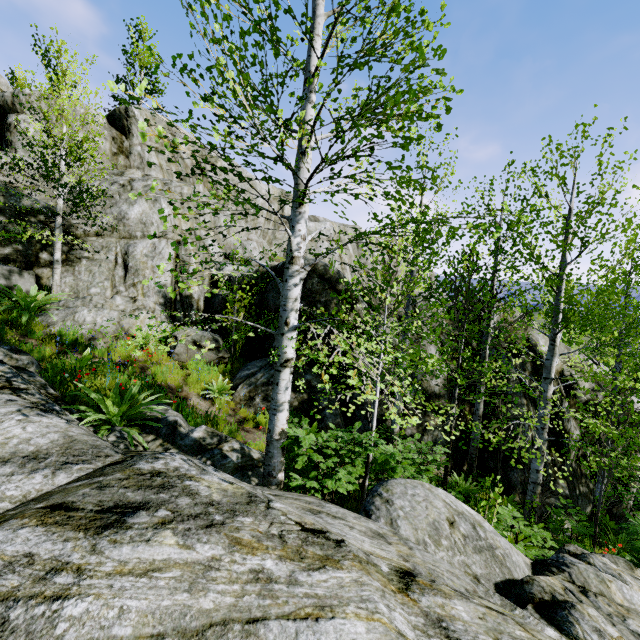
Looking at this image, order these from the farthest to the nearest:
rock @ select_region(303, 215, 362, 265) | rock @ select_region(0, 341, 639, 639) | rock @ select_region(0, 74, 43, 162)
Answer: rock @ select_region(303, 215, 362, 265) → rock @ select_region(0, 74, 43, 162) → rock @ select_region(0, 341, 639, 639)

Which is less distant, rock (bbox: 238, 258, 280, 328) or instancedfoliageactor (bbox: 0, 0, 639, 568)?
instancedfoliageactor (bbox: 0, 0, 639, 568)

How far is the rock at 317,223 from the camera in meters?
25.2 m

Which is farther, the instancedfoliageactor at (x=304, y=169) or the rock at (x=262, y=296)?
the rock at (x=262, y=296)

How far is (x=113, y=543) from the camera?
2.2m

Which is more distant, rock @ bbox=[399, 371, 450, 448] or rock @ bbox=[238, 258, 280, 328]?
rock @ bbox=[238, 258, 280, 328]
